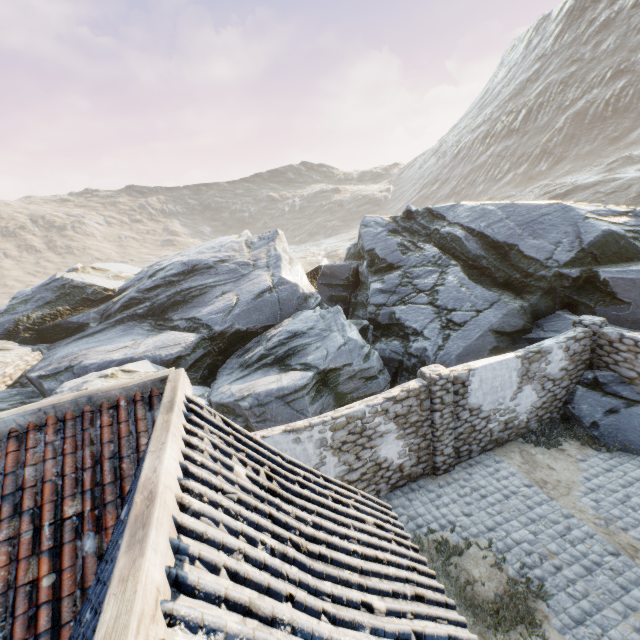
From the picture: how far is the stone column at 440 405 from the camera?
8.5 meters

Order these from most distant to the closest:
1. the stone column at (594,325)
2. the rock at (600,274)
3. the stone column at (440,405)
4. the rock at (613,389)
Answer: the rock at (600,274), the stone column at (594,325), the rock at (613,389), the stone column at (440,405)

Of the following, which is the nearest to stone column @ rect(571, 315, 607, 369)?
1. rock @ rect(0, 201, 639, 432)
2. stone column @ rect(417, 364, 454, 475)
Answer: rock @ rect(0, 201, 639, 432)

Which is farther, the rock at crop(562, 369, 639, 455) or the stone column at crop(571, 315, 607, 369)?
the stone column at crop(571, 315, 607, 369)

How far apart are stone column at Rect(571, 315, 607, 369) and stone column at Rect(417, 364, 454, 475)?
5.3 meters

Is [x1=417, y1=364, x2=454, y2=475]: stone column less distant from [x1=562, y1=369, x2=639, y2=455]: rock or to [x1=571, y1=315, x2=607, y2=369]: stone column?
[x1=562, y1=369, x2=639, y2=455]: rock

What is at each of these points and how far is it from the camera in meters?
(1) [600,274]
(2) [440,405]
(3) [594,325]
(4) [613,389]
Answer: (1) rock, 11.5 m
(2) stone column, 8.7 m
(3) stone column, 10.1 m
(4) rock, 9.9 m

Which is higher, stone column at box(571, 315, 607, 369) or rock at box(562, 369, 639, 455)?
stone column at box(571, 315, 607, 369)
